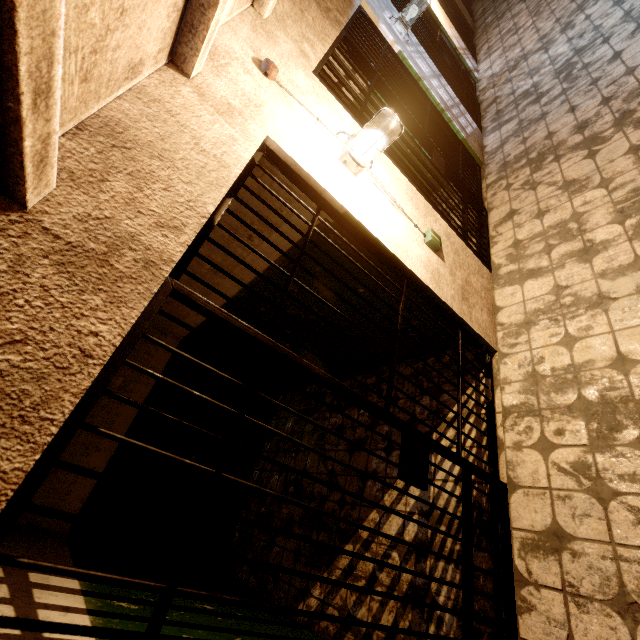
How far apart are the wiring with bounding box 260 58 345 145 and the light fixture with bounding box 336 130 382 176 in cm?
49

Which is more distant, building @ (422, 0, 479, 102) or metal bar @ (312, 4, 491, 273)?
building @ (422, 0, 479, 102)

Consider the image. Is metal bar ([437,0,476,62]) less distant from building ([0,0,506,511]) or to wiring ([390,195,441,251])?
building ([0,0,506,511])

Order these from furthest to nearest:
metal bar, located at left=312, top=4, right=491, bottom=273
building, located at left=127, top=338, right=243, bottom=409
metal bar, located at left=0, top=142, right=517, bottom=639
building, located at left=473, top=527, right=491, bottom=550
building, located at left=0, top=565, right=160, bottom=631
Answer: building, located at left=127, top=338, right=243, bottom=409
metal bar, located at left=312, top=4, right=491, bottom=273
building, located at left=473, top=527, right=491, bottom=550
building, located at left=0, top=565, right=160, bottom=631
metal bar, located at left=0, top=142, right=517, bottom=639

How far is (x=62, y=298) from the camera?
0.92m

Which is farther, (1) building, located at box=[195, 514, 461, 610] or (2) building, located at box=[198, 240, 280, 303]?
(2) building, located at box=[198, 240, 280, 303]

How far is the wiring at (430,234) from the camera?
2.4 meters

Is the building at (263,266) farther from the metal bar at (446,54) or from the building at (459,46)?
the metal bar at (446,54)
